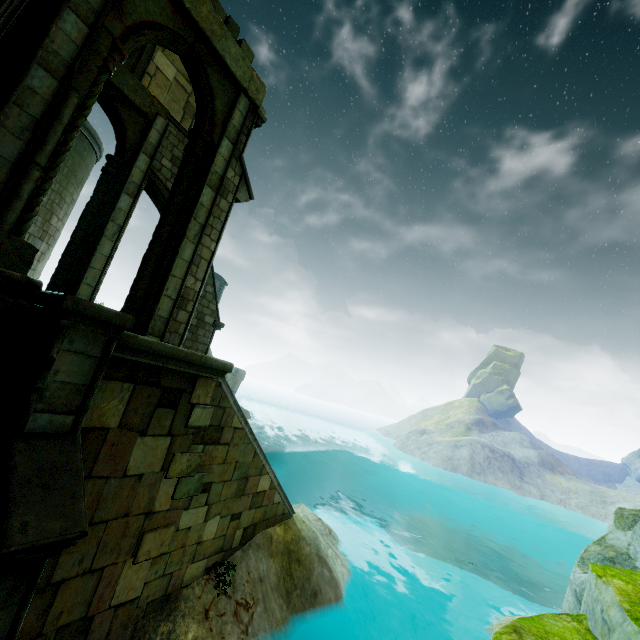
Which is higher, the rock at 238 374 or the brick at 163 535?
the rock at 238 374

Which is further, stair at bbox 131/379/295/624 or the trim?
stair at bbox 131/379/295/624

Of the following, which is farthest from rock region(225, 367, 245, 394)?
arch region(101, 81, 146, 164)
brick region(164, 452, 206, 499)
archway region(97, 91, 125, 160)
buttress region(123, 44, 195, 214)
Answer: brick region(164, 452, 206, 499)

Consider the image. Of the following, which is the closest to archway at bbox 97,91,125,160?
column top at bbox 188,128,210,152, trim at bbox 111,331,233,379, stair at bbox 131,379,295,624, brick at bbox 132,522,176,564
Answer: column top at bbox 188,128,210,152

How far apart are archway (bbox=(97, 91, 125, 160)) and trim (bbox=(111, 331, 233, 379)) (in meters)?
7.76

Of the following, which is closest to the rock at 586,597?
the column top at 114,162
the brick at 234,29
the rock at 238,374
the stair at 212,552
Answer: the stair at 212,552

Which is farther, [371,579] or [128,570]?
[371,579]

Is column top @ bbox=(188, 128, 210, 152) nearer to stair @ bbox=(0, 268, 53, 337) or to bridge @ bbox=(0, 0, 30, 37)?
bridge @ bbox=(0, 0, 30, 37)
